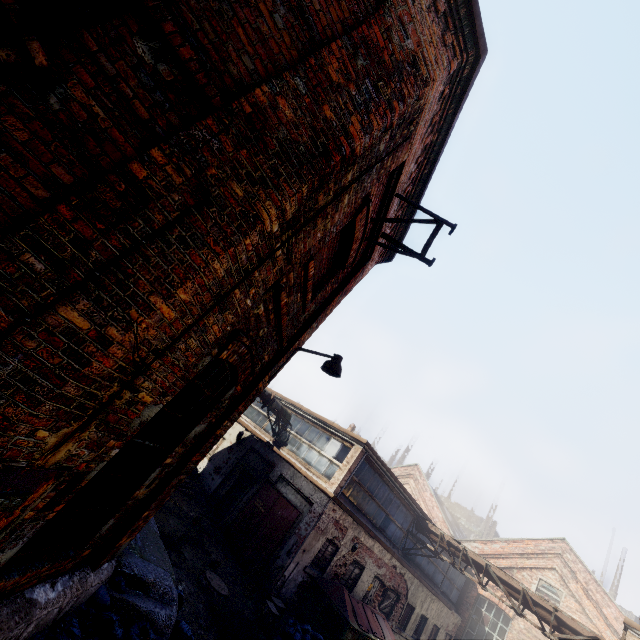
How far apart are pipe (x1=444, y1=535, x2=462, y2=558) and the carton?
9.3 meters

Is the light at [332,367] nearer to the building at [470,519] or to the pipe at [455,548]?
the pipe at [455,548]

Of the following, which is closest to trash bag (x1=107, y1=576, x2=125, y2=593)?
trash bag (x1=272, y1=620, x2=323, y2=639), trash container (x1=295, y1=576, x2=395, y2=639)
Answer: trash bag (x1=272, y1=620, x2=323, y2=639)

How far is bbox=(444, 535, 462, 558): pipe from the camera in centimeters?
1454cm

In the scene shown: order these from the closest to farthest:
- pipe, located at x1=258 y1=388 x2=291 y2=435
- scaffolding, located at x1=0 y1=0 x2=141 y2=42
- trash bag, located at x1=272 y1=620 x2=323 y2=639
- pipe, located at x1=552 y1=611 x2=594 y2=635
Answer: scaffolding, located at x1=0 y1=0 x2=141 y2=42 < trash bag, located at x1=272 y1=620 x2=323 y2=639 < pipe, located at x1=552 y1=611 x2=594 y2=635 < pipe, located at x1=258 y1=388 x2=291 y2=435

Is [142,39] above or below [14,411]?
above

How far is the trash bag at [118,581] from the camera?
4.6m

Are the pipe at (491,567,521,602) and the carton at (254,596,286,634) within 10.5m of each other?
yes
